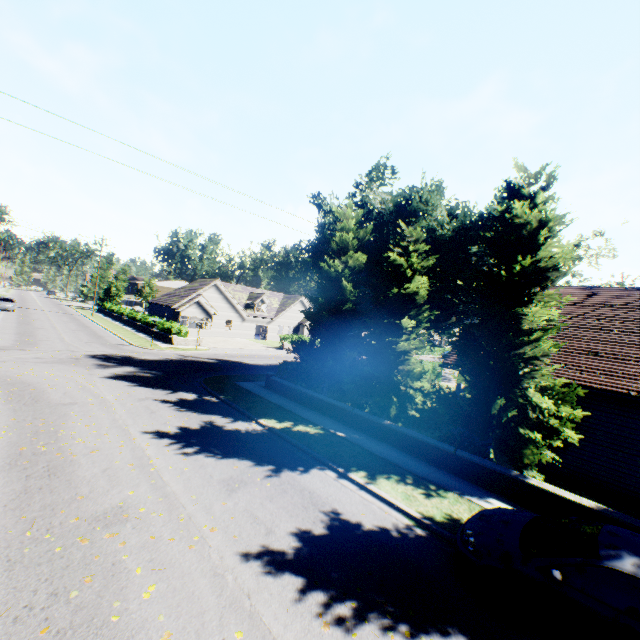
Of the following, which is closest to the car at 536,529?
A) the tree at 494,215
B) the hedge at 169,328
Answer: the tree at 494,215

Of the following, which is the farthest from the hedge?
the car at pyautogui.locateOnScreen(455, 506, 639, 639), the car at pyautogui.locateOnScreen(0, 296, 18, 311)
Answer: the car at pyautogui.locateOnScreen(455, 506, 639, 639)

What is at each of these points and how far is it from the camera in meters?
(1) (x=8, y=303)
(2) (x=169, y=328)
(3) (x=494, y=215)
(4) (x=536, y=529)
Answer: (1) car, 39.6 m
(2) hedge, 32.8 m
(3) tree, 11.6 m
(4) car, 6.0 m

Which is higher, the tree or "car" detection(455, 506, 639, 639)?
the tree

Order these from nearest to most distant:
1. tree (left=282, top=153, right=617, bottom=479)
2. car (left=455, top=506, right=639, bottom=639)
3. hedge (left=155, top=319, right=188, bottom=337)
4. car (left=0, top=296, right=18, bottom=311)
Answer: car (left=455, top=506, right=639, bottom=639) < tree (left=282, top=153, right=617, bottom=479) < hedge (left=155, top=319, right=188, bottom=337) < car (left=0, top=296, right=18, bottom=311)

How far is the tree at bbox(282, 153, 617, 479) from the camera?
10.1 meters

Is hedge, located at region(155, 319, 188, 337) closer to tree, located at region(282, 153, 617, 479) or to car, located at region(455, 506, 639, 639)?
tree, located at region(282, 153, 617, 479)

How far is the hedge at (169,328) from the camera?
31.2 meters
